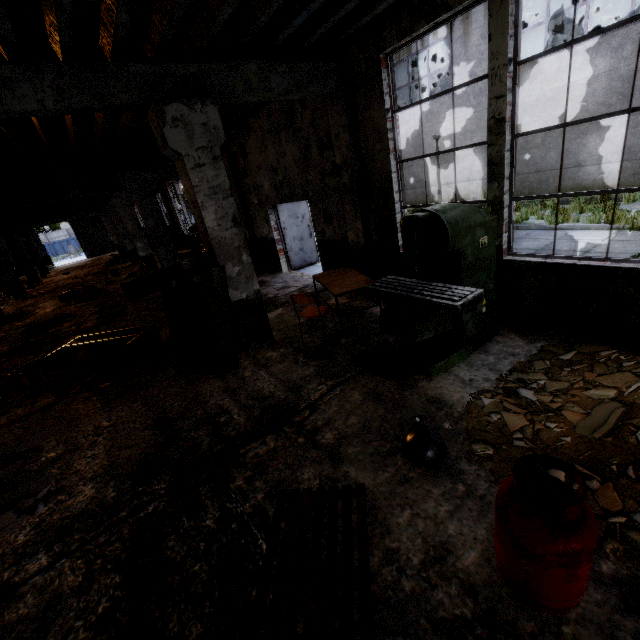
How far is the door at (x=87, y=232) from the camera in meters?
32.4

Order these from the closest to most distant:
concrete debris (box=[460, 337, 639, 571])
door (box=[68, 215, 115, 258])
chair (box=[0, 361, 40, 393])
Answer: concrete debris (box=[460, 337, 639, 571]) < chair (box=[0, 361, 40, 393]) < door (box=[68, 215, 115, 258])

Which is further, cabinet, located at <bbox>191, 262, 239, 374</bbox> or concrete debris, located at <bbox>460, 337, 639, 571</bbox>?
cabinet, located at <bbox>191, 262, 239, 374</bbox>

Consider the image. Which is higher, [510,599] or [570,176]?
[570,176]

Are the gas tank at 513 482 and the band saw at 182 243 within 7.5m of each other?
no

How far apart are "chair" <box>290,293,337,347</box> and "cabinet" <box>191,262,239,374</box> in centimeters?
100cm

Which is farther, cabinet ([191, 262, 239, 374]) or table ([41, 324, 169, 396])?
table ([41, 324, 169, 396])

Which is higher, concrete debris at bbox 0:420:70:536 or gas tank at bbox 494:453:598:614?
gas tank at bbox 494:453:598:614
